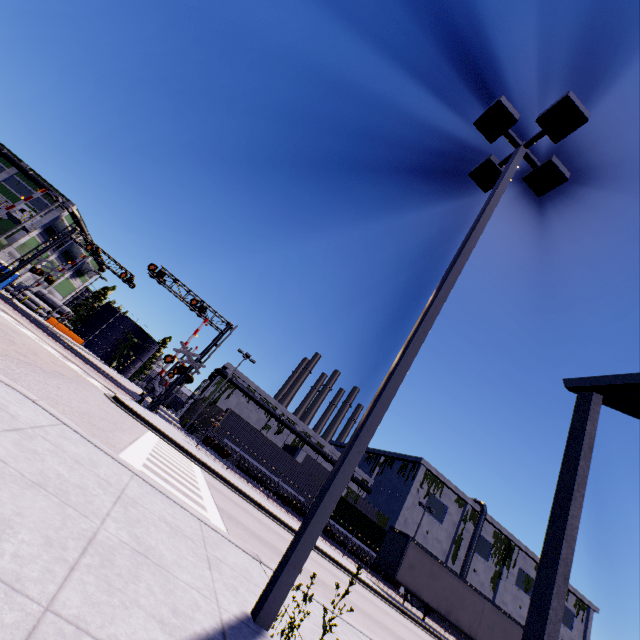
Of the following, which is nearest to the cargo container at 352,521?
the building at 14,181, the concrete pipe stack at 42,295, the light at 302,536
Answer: the building at 14,181

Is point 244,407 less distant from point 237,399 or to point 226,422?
point 237,399

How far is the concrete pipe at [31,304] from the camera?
48.8 meters

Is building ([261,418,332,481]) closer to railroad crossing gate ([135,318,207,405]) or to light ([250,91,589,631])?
railroad crossing gate ([135,318,207,405])

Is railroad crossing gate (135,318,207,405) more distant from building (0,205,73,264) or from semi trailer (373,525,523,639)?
semi trailer (373,525,523,639)

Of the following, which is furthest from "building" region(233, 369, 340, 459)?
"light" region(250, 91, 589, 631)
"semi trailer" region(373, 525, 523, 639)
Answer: "light" region(250, 91, 589, 631)

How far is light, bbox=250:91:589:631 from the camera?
3.29m

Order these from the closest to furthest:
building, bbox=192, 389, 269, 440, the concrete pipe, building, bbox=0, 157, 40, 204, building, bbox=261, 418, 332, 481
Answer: building, bbox=261, 418, 332, 481
building, bbox=0, 157, 40, 204
building, bbox=192, 389, 269, 440
the concrete pipe
